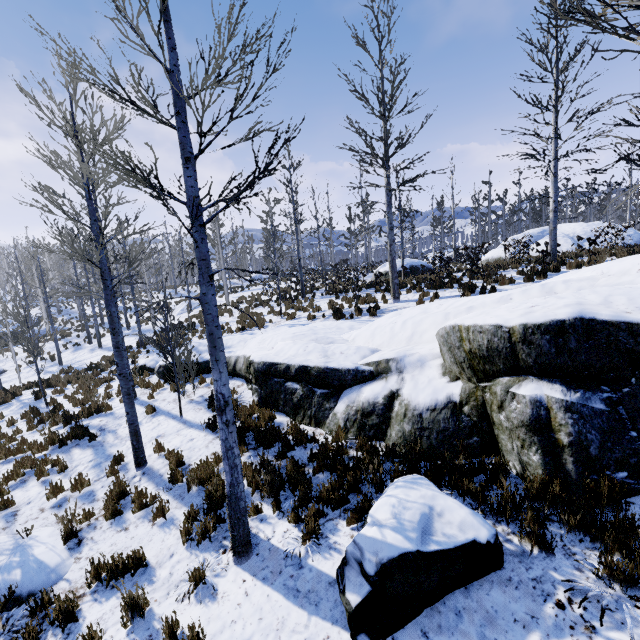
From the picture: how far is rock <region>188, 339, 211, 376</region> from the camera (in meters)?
11.97

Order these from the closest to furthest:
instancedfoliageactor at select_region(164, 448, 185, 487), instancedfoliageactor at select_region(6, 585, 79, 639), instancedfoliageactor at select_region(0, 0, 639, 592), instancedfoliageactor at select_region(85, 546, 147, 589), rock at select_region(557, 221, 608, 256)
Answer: instancedfoliageactor at select_region(0, 0, 639, 592), instancedfoliageactor at select_region(6, 585, 79, 639), instancedfoliageactor at select_region(85, 546, 147, 589), instancedfoliageactor at select_region(164, 448, 185, 487), rock at select_region(557, 221, 608, 256)

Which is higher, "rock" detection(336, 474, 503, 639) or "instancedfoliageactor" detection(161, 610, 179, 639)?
"rock" detection(336, 474, 503, 639)

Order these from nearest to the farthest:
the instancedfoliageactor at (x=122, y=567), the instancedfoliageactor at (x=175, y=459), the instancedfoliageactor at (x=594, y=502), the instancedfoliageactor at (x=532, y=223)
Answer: the instancedfoliageactor at (x=532, y=223), the instancedfoliageactor at (x=594, y=502), the instancedfoliageactor at (x=122, y=567), the instancedfoliageactor at (x=175, y=459)

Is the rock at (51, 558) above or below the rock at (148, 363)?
below

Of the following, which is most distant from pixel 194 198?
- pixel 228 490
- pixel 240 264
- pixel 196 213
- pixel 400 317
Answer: pixel 240 264

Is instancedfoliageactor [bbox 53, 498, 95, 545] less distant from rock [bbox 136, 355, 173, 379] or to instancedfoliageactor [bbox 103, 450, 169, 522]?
rock [bbox 136, 355, 173, 379]

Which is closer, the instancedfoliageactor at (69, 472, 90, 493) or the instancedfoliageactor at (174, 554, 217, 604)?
the instancedfoliageactor at (174, 554, 217, 604)
